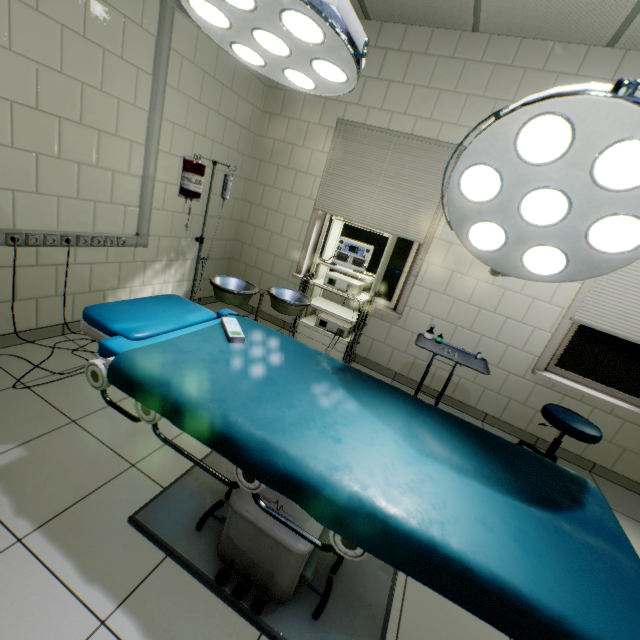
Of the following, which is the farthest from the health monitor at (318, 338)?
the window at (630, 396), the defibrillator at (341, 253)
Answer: the window at (630, 396)

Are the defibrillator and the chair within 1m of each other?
no

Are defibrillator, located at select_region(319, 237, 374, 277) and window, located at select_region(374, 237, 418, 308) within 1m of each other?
yes

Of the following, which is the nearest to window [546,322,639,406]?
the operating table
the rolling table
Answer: the rolling table

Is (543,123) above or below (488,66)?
below

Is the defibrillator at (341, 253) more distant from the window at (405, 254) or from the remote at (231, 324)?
the remote at (231, 324)

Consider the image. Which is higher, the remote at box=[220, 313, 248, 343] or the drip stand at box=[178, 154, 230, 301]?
the drip stand at box=[178, 154, 230, 301]

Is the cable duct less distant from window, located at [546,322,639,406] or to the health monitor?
the health monitor
